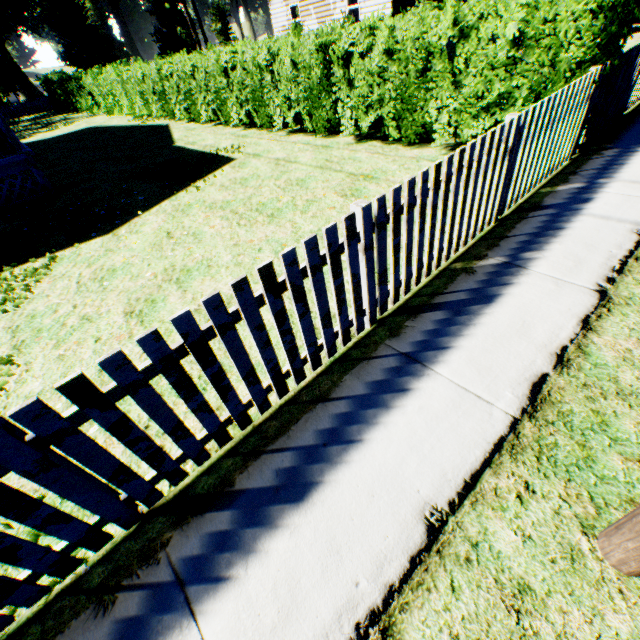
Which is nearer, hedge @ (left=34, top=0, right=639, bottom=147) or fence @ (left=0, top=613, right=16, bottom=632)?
fence @ (left=0, top=613, right=16, bottom=632)

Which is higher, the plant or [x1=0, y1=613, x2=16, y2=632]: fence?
the plant

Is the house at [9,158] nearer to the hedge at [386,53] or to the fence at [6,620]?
the hedge at [386,53]

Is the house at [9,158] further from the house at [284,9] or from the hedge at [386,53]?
the house at [284,9]

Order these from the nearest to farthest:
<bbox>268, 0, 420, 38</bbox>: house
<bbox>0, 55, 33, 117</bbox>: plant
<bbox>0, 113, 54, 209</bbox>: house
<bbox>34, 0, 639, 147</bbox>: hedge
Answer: <bbox>34, 0, 639, 147</bbox>: hedge < <bbox>0, 113, 54, 209</bbox>: house < <bbox>268, 0, 420, 38</bbox>: house < <bbox>0, 55, 33, 117</bbox>: plant

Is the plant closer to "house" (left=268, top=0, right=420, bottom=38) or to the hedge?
"house" (left=268, top=0, right=420, bottom=38)

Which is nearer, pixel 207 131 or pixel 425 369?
pixel 425 369
